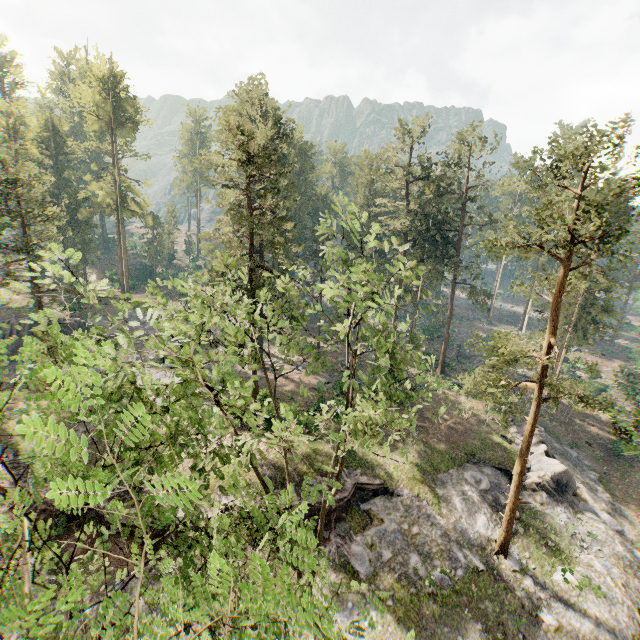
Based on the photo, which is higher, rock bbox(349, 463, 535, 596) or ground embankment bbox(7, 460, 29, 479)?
ground embankment bbox(7, 460, 29, 479)

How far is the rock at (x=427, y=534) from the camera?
19.58m

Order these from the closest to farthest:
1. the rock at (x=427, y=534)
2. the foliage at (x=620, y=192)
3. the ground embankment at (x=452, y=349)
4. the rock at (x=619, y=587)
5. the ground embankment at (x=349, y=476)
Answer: the foliage at (x=620, y=192), the rock at (x=619, y=587), the rock at (x=427, y=534), the ground embankment at (x=349, y=476), the ground embankment at (x=452, y=349)

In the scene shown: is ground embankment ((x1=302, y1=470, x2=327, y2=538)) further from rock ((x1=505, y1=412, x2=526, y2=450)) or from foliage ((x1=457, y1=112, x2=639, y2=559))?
foliage ((x1=457, y1=112, x2=639, y2=559))

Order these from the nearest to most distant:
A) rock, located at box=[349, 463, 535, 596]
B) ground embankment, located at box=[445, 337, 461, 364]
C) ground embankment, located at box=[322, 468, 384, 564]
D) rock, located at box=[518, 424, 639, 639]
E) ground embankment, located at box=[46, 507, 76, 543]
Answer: rock, located at box=[518, 424, 639, 639], ground embankment, located at box=[46, 507, 76, 543], rock, located at box=[349, 463, 535, 596], ground embankment, located at box=[322, 468, 384, 564], ground embankment, located at box=[445, 337, 461, 364]

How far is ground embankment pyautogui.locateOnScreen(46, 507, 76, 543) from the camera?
19.0m

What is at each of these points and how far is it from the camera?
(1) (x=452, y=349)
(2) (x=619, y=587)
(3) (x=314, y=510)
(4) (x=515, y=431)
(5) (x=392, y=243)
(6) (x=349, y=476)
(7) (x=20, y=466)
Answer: (1) ground embankment, 54.4 meters
(2) rock, 20.1 meters
(3) ground embankment, 21.2 meters
(4) rock, 32.5 meters
(5) foliage, 55.7 meters
(6) ground embankment, 23.7 meters
(7) ground embankment, 22.3 meters
